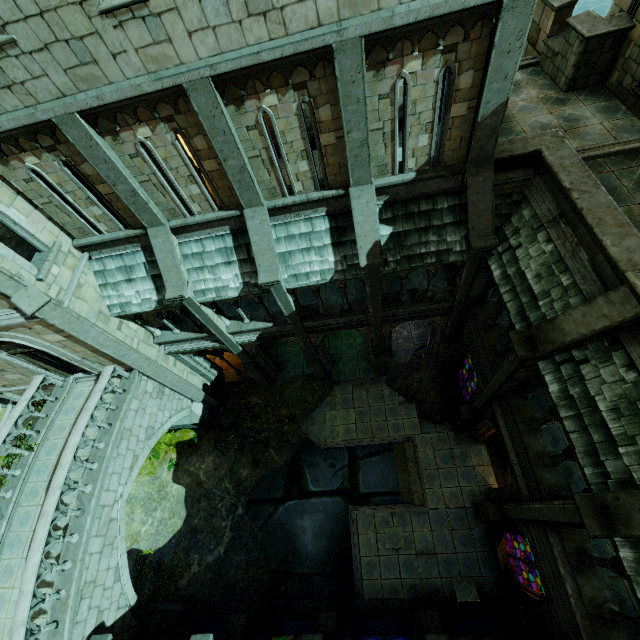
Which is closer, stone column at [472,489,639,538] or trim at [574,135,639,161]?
stone column at [472,489,639,538]

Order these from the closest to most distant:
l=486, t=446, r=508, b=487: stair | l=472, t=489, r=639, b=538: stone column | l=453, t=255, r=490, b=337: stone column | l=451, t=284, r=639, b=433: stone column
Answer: l=472, t=489, r=639, b=538: stone column → l=451, t=284, r=639, b=433: stone column → l=453, t=255, r=490, b=337: stone column → l=486, t=446, r=508, b=487: stair

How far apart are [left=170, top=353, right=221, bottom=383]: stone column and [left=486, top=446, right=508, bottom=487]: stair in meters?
14.1 m

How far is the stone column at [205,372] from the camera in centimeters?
1538cm

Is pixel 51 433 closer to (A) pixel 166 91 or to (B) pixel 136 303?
(B) pixel 136 303

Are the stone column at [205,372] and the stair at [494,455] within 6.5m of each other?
no

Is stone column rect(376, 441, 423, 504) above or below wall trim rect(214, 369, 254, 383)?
below

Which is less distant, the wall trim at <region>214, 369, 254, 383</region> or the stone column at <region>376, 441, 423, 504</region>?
the stone column at <region>376, 441, 423, 504</region>
